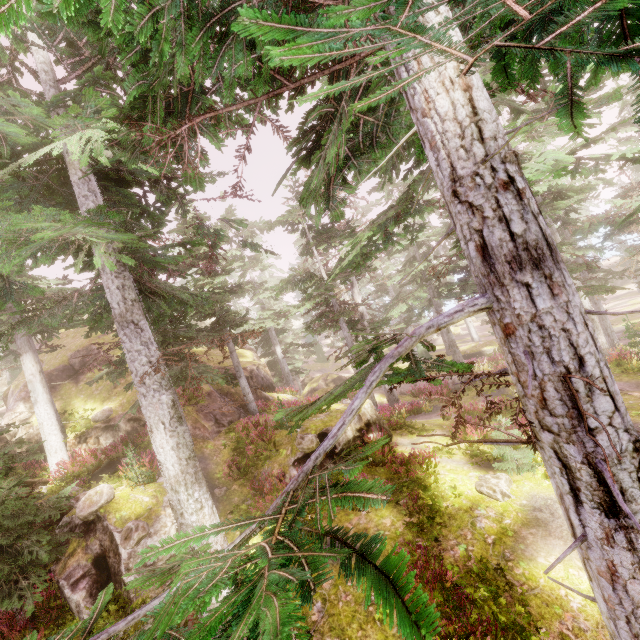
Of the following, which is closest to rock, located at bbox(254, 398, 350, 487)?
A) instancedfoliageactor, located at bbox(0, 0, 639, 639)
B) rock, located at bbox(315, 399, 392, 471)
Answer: instancedfoliageactor, located at bbox(0, 0, 639, 639)

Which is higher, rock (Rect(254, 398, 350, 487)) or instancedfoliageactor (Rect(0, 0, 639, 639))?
instancedfoliageactor (Rect(0, 0, 639, 639))

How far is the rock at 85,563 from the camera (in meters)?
8.39

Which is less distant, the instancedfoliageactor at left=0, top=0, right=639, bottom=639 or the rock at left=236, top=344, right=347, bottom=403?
the instancedfoliageactor at left=0, top=0, right=639, bottom=639

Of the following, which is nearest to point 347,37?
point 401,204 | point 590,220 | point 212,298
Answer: point 401,204

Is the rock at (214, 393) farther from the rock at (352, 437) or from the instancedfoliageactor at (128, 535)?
the rock at (352, 437)
